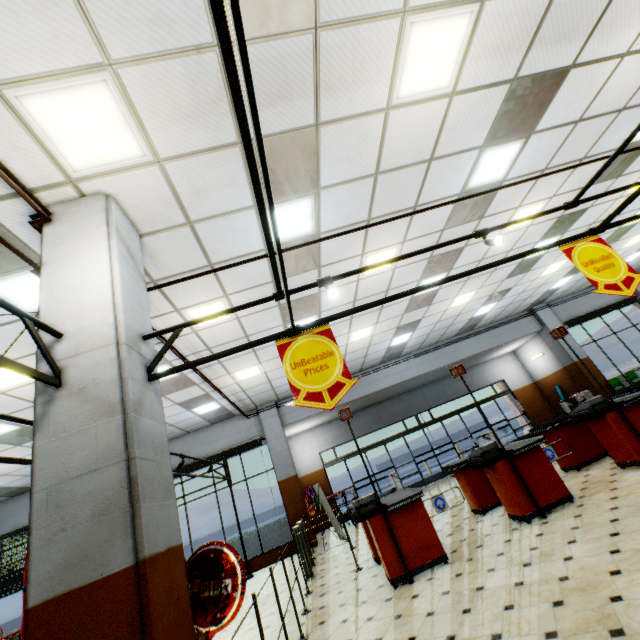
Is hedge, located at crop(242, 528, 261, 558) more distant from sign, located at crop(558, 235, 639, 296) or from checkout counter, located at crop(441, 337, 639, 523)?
sign, located at crop(558, 235, 639, 296)

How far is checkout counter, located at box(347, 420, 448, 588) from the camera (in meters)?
4.61

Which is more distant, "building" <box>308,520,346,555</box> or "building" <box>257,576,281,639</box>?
"building" <box>308,520,346,555</box>

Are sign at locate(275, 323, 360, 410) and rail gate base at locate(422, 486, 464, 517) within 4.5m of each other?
yes

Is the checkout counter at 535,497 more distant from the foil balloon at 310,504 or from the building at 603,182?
the foil balloon at 310,504

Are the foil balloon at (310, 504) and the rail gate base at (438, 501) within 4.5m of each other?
no

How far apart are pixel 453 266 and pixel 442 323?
4.2m

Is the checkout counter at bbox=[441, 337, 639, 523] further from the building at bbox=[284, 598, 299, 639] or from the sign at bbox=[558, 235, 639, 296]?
the sign at bbox=[558, 235, 639, 296]
